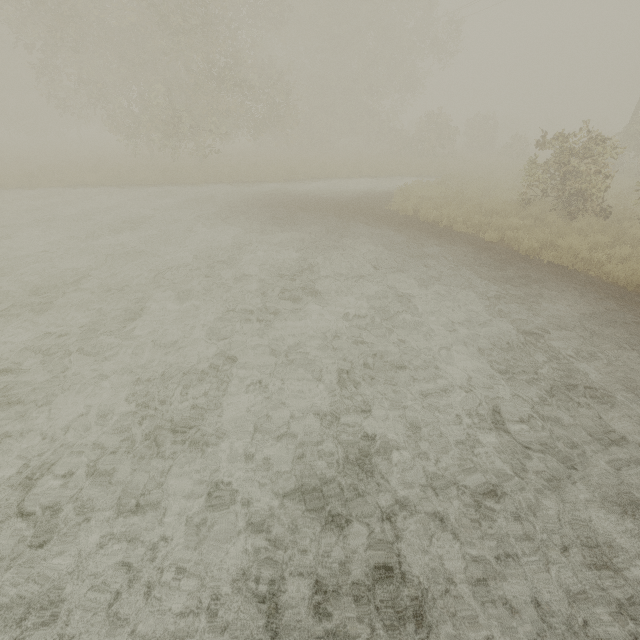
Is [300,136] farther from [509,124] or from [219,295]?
[509,124]
